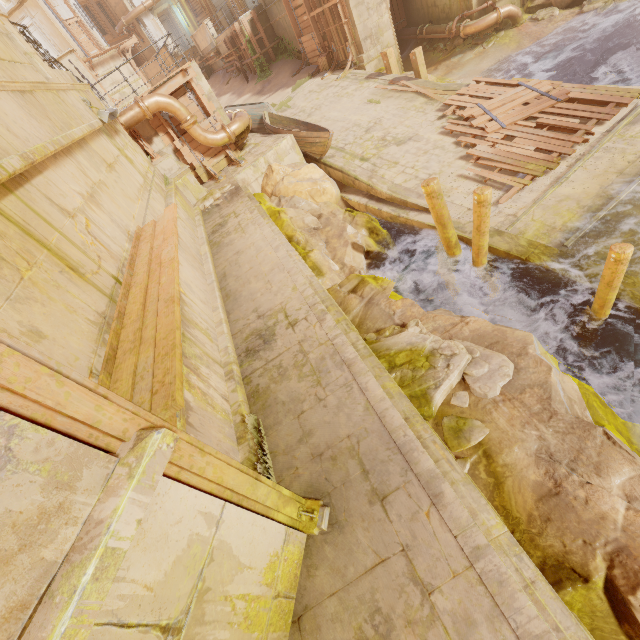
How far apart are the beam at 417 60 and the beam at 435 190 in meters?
9.8

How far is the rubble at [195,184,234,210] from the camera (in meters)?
10.88

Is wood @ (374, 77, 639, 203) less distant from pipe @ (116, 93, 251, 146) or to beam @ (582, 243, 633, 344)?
beam @ (582, 243, 633, 344)

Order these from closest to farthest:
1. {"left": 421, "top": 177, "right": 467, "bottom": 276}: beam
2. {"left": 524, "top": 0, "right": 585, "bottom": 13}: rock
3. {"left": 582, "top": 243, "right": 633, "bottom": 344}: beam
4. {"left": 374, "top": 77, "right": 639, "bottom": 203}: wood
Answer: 1. {"left": 582, "top": 243, "right": 633, "bottom": 344}: beam
2. {"left": 421, "top": 177, "right": 467, "bottom": 276}: beam
3. {"left": 374, "top": 77, "right": 639, "bottom": 203}: wood
4. {"left": 524, "top": 0, "right": 585, "bottom": 13}: rock

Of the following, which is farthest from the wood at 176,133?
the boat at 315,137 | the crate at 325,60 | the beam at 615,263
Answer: the beam at 615,263

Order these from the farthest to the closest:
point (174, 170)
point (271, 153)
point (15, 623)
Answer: point (271, 153) < point (174, 170) < point (15, 623)

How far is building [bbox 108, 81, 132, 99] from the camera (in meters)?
25.47

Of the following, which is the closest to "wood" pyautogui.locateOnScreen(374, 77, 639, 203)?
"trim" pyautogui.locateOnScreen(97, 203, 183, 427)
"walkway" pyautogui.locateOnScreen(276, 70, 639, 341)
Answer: "walkway" pyautogui.locateOnScreen(276, 70, 639, 341)
